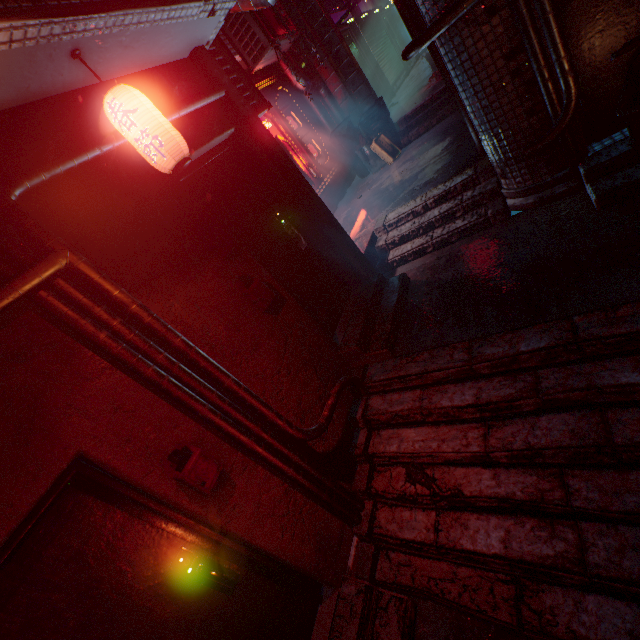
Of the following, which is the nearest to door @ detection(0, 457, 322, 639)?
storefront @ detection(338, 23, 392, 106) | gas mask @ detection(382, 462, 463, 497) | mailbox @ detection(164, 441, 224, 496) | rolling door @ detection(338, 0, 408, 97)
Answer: mailbox @ detection(164, 441, 224, 496)

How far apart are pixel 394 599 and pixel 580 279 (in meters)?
2.61

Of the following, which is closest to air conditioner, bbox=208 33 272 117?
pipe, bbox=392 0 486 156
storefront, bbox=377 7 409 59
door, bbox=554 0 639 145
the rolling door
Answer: pipe, bbox=392 0 486 156

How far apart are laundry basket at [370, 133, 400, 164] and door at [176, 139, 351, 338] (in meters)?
3.80

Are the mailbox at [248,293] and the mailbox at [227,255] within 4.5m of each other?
yes

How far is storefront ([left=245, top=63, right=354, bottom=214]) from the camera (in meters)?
6.30

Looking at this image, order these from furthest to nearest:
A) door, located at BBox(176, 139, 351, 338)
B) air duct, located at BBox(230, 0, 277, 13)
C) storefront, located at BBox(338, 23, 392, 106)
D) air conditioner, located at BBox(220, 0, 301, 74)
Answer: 1. storefront, located at BBox(338, 23, 392, 106)
2. air conditioner, located at BBox(220, 0, 301, 74)
3. air duct, located at BBox(230, 0, 277, 13)
4. door, located at BBox(176, 139, 351, 338)

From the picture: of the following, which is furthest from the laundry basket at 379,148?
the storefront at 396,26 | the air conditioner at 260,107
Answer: the storefront at 396,26
